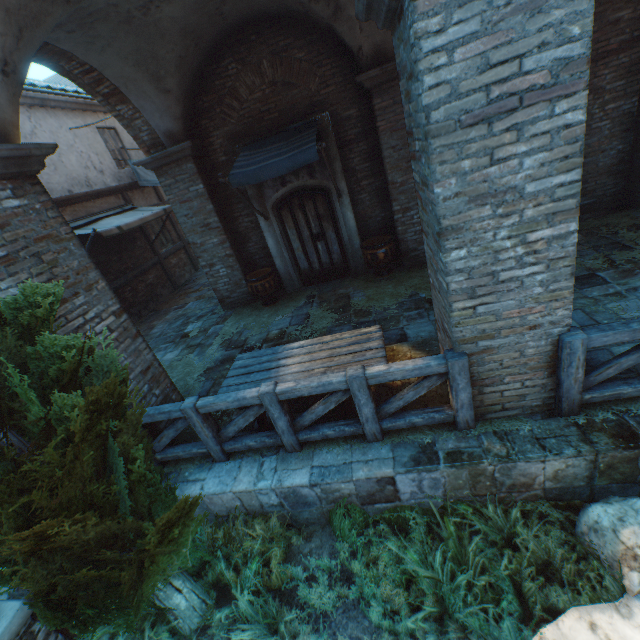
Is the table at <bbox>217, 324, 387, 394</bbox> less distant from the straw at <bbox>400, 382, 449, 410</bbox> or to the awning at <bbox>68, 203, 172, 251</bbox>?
the straw at <bbox>400, 382, 449, 410</bbox>

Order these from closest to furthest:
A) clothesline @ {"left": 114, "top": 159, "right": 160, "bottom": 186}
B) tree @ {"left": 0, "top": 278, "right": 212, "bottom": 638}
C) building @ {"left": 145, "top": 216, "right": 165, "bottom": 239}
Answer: tree @ {"left": 0, "top": 278, "right": 212, "bottom": 638}
clothesline @ {"left": 114, "top": 159, "right": 160, "bottom": 186}
building @ {"left": 145, "top": 216, "right": 165, "bottom": 239}

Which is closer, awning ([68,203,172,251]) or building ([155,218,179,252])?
awning ([68,203,172,251])

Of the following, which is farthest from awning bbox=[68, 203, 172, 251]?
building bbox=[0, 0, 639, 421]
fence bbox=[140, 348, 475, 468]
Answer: fence bbox=[140, 348, 475, 468]

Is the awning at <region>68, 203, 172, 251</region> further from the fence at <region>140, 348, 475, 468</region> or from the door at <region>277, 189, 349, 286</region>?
the fence at <region>140, 348, 475, 468</region>

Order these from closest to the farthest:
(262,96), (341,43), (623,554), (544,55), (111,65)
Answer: (544,55) < (623,554) < (111,65) < (341,43) < (262,96)

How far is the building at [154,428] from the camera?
4.4m

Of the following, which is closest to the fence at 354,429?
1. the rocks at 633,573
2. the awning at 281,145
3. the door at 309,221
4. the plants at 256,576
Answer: the plants at 256,576
